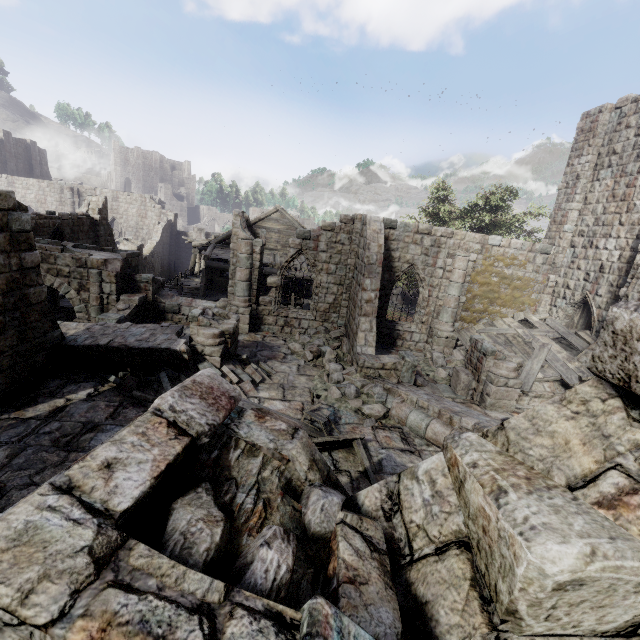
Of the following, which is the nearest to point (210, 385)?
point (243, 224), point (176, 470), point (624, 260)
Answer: point (176, 470)

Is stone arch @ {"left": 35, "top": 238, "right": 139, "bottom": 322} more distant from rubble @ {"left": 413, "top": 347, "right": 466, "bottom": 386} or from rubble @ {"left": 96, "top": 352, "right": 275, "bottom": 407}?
rubble @ {"left": 413, "top": 347, "right": 466, "bottom": 386}

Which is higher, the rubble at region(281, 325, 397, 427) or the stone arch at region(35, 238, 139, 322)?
the stone arch at region(35, 238, 139, 322)

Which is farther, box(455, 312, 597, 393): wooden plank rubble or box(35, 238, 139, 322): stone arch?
box(35, 238, 139, 322): stone arch

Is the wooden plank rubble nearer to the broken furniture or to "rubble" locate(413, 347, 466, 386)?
"rubble" locate(413, 347, 466, 386)

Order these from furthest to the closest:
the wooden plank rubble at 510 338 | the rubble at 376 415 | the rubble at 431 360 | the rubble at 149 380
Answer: the rubble at 431 360
the wooden plank rubble at 510 338
the rubble at 376 415
the rubble at 149 380

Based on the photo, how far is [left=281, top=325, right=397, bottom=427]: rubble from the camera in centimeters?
962cm

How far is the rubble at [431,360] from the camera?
12.65m
